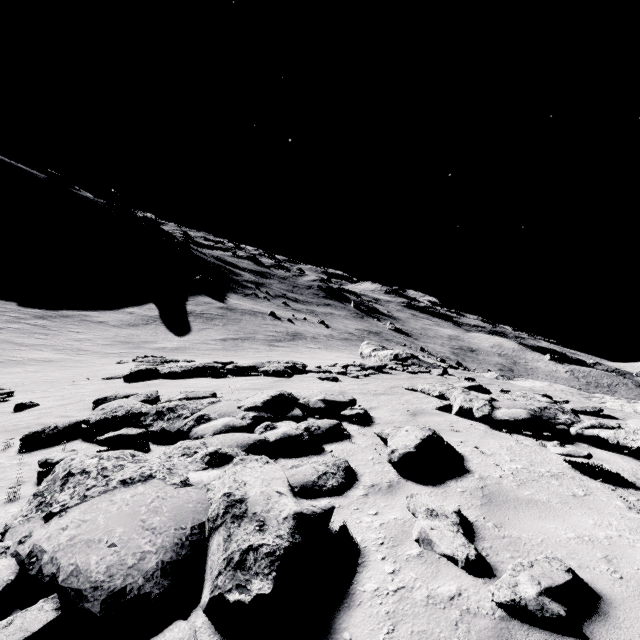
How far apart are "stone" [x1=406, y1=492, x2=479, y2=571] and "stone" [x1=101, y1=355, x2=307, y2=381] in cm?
1192

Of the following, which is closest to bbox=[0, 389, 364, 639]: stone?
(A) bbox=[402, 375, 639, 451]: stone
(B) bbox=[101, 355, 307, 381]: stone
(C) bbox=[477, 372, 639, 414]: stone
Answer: (A) bbox=[402, 375, 639, 451]: stone

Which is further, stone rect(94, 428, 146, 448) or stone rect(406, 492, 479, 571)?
stone rect(94, 428, 146, 448)

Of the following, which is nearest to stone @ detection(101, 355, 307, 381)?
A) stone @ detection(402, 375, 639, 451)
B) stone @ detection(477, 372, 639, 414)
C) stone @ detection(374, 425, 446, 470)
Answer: stone @ detection(402, 375, 639, 451)

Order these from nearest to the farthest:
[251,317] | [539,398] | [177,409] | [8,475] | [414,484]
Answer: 1. [414,484]
2. [8,475]
3. [177,409]
4. [539,398]
5. [251,317]

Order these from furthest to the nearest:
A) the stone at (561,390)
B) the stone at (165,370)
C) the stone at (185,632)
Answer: the stone at (561,390) → the stone at (165,370) → the stone at (185,632)

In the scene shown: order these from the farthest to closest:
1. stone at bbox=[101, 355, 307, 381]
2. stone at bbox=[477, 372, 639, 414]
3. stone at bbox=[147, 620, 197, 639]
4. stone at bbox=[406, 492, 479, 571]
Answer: →
1. stone at bbox=[477, 372, 639, 414]
2. stone at bbox=[101, 355, 307, 381]
3. stone at bbox=[406, 492, 479, 571]
4. stone at bbox=[147, 620, 197, 639]

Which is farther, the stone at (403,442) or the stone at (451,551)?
the stone at (403,442)
